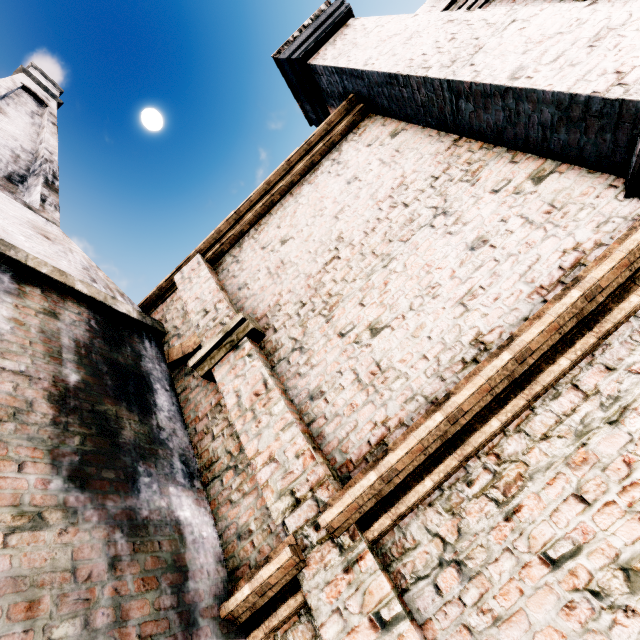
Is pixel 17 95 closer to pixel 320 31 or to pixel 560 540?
pixel 320 31
